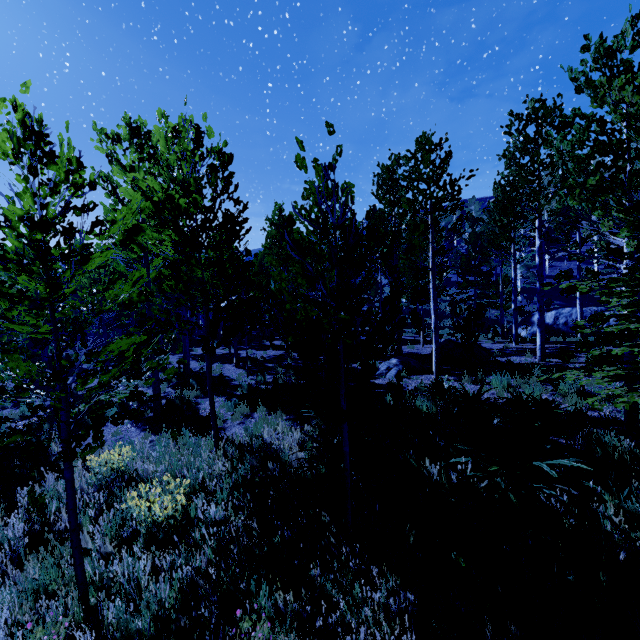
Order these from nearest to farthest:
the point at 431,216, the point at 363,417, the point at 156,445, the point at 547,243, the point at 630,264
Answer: the point at 363,417 → the point at 630,264 → the point at 156,445 → the point at 431,216 → the point at 547,243

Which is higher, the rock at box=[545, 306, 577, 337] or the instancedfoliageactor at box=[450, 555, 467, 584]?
the rock at box=[545, 306, 577, 337]

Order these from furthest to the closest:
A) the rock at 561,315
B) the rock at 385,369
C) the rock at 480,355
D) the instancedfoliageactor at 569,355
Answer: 1. the rock at 561,315
2. the rock at 480,355
3. the rock at 385,369
4. the instancedfoliageactor at 569,355

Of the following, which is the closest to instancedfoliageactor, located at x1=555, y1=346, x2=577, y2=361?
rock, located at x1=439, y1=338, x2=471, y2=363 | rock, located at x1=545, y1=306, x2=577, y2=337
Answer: rock, located at x1=439, y1=338, x2=471, y2=363

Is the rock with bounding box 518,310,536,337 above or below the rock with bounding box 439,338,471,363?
above

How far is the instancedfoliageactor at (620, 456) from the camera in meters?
4.7
